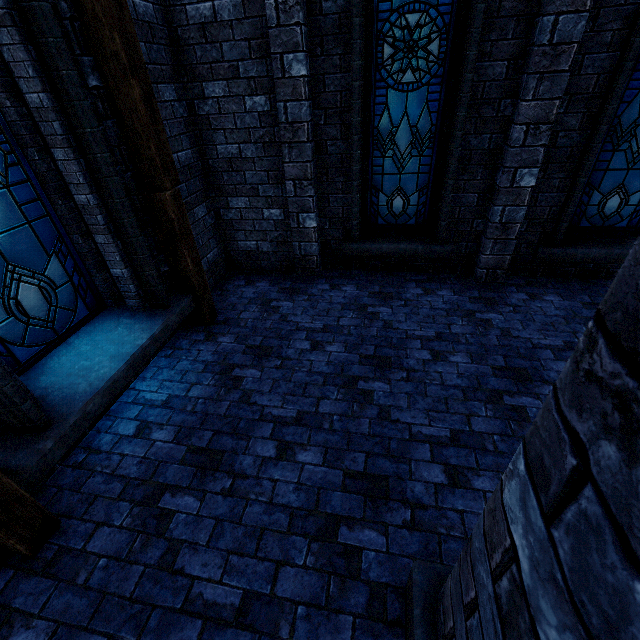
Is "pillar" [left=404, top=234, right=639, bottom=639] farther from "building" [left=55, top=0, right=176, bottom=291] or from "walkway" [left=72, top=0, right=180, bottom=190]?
"walkway" [left=72, top=0, right=180, bottom=190]

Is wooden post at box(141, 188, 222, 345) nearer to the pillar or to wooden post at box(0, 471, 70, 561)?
wooden post at box(0, 471, 70, 561)

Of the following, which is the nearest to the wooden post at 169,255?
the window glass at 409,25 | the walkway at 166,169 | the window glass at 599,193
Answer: the walkway at 166,169

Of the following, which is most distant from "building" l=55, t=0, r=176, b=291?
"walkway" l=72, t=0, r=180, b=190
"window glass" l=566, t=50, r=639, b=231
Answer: "window glass" l=566, t=50, r=639, b=231

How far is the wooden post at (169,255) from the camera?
3.7 meters

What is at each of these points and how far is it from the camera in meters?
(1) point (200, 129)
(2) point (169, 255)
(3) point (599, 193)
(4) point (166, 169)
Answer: (1) building, 4.7 m
(2) wooden post, 4.0 m
(3) window glass, 4.6 m
(4) walkway, 3.5 m

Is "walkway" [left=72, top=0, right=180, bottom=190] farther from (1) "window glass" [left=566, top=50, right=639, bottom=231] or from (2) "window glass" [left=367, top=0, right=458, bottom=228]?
(1) "window glass" [left=566, top=50, right=639, bottom=231]

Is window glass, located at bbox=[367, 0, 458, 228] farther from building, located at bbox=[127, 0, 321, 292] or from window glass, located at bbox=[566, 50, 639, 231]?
window glass, located at bbox=[566, 50, 639, 231]
